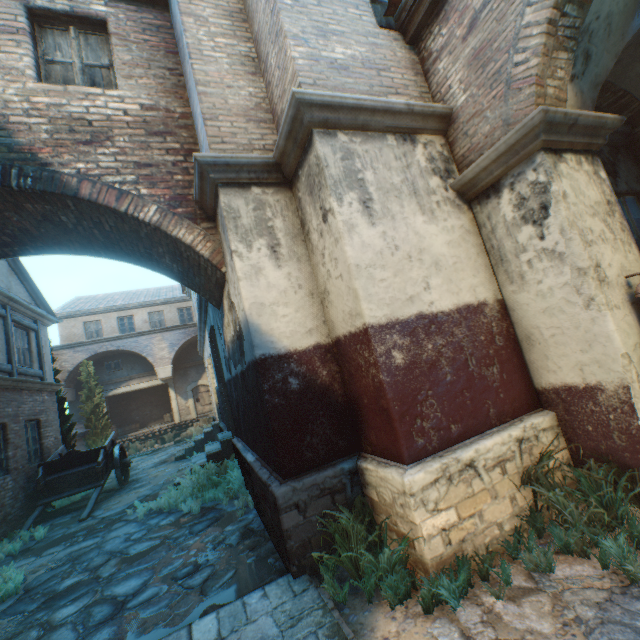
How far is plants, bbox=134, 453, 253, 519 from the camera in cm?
641

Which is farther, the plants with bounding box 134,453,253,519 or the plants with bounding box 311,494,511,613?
the plants with bounding box 134,453,253,519

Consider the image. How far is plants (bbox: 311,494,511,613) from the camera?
2.6m

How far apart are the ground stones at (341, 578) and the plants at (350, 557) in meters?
0.0 m

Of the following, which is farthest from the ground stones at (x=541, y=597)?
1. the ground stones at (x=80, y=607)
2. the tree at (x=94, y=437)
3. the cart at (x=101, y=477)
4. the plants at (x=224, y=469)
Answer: the tree at (x=94, y=437)

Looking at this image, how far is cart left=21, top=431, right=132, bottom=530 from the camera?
8.7 meters

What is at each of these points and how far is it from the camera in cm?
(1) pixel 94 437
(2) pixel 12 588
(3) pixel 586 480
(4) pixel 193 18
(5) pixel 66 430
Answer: (1) tree, 1781
(2) plants, 479
(3) plants, 320
(4) building, 464
(5) tree, 1250

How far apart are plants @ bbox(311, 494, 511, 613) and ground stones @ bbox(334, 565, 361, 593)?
0.0m
